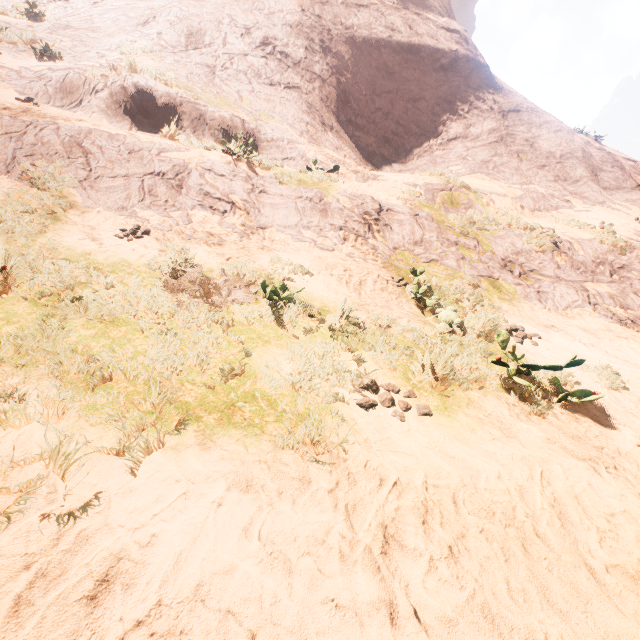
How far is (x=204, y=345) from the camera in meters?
3.1 m
